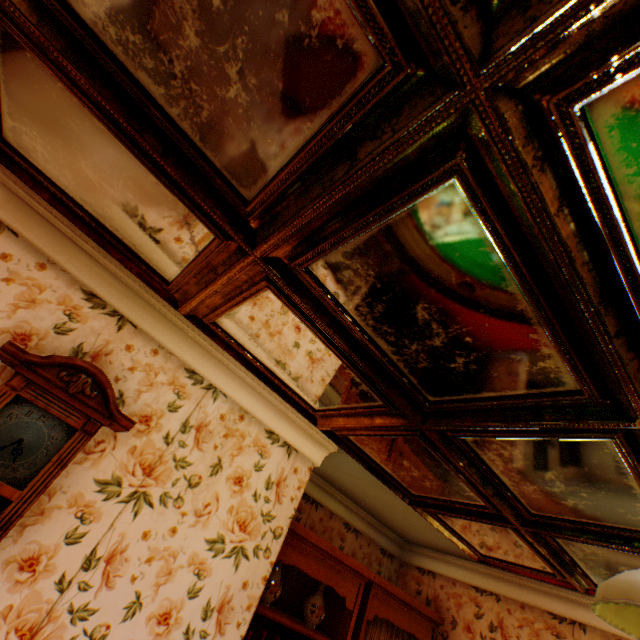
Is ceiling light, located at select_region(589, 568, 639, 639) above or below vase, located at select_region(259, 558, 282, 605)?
above

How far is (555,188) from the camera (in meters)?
0.84

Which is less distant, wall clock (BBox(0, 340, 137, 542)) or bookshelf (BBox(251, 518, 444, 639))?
wall clock (BBox(0, 340, 137, 542))

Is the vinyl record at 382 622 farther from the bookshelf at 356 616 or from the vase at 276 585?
the vase at 276 585

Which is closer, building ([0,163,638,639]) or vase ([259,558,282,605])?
building ([0,163,638,639])

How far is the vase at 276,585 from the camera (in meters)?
2.73

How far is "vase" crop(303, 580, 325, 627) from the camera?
2.95m

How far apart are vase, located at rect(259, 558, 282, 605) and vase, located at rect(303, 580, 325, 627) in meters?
0.4
